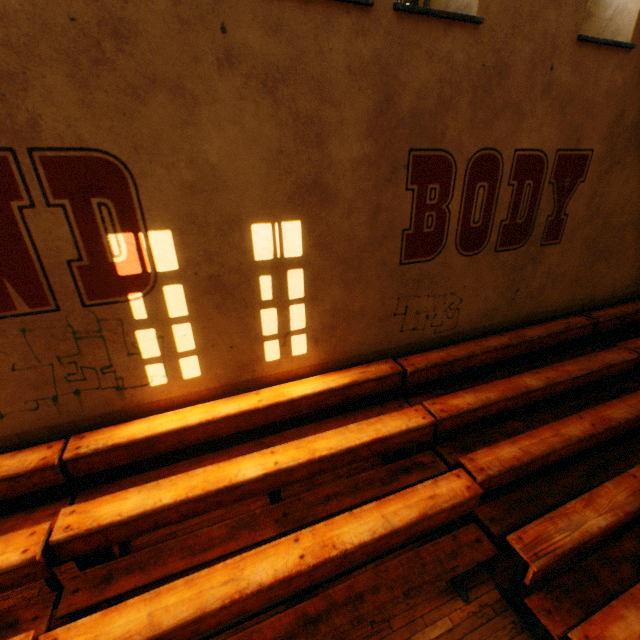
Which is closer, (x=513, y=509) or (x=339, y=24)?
(x=339, y=24)
